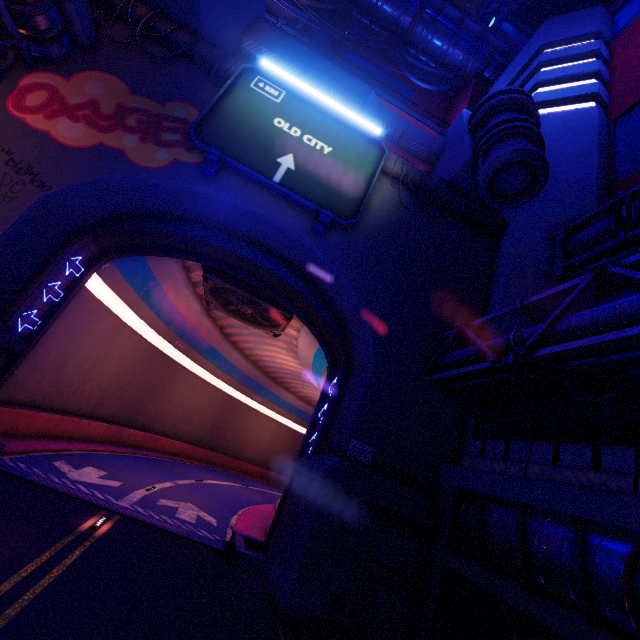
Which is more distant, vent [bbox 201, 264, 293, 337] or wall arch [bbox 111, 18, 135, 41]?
vent [bbox 201, 264, 293, 337]

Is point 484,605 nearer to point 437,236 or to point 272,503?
point 437,236

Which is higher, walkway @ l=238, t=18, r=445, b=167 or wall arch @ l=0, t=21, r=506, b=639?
walkway @ l=238, t=18, r=445, b=167

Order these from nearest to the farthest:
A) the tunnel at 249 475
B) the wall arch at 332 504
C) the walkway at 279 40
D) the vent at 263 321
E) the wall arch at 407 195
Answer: the wall arch at 332 504, the tunnel at 249 475, the wall arch at 407 195, the vent at 263 321, the walkway at 279 40

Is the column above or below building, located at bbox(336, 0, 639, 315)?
below

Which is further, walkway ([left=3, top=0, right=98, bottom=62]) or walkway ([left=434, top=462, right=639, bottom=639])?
walkway ([left=3, top=0, right=98, bottom=62])

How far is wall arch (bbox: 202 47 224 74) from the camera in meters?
14.6 m

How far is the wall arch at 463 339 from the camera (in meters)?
13.98
